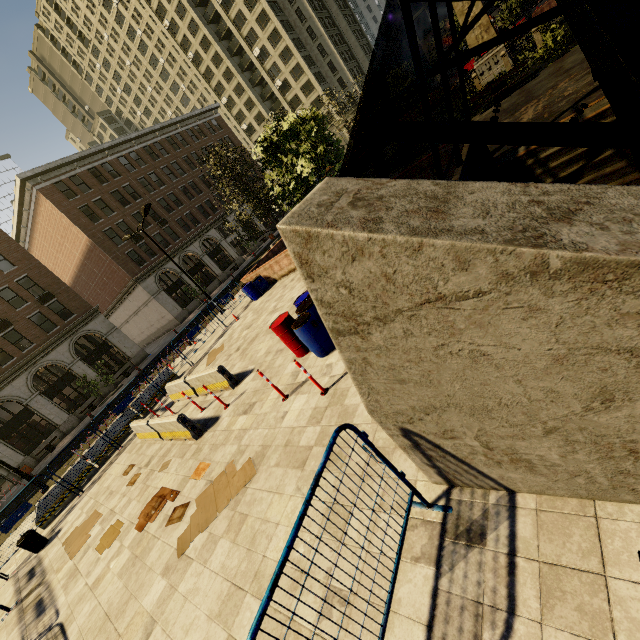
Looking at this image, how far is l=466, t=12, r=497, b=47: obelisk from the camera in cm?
1997

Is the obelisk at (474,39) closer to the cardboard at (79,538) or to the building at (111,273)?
the cardboard at (79,538)

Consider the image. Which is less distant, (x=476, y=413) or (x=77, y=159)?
(x=476, y=413)

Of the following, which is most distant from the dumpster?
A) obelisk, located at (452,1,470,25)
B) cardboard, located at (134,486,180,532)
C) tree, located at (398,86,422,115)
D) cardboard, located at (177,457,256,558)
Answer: obelisk, located at (452,1,470,25)

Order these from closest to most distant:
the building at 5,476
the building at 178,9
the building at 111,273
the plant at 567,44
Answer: the plant at 567,44, the building at 5,476, the building at 111,273, the building at 178,9

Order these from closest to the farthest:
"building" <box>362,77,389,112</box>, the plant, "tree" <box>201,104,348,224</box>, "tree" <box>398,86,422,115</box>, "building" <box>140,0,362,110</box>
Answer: "tree" <box>201,104,348,224</box> < the plant < "tree" <box>398,86,422,115</box> < "building" <box>140,0,362,110</box> < "building" <box>362,77,389,112</box>

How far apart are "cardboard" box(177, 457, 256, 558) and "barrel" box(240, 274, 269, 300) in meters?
12.6 m

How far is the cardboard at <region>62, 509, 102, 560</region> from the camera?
8.6m
